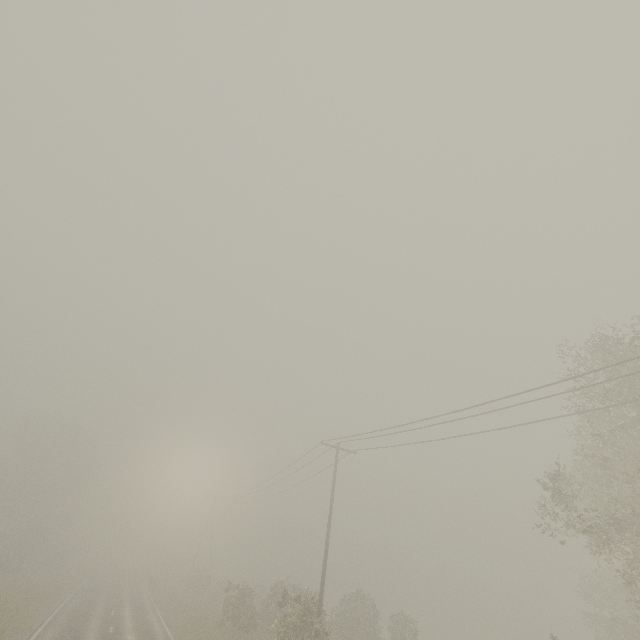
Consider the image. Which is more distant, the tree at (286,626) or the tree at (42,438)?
the tree at (42,438)

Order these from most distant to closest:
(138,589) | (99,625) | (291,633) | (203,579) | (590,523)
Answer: (203,579)
(138,589)
(99,625)
(291,633)
(590,523)

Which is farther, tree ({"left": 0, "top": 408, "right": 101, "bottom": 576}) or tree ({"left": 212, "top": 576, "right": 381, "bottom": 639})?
tree ({"left": 0, "top": 408, "right": 101, "bottom": 576})
